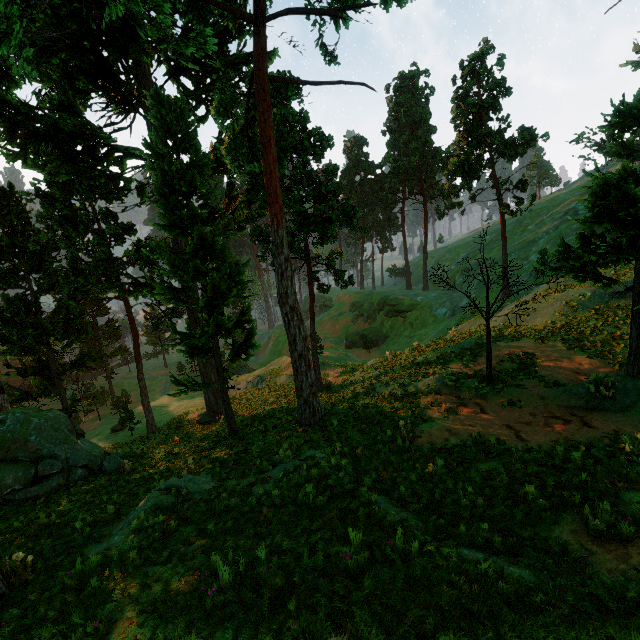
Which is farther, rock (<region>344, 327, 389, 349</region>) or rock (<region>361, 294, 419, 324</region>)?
rock (<region>344, 327, 389, 349</region>)

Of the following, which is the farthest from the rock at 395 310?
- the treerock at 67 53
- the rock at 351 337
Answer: the treerock at 67 53

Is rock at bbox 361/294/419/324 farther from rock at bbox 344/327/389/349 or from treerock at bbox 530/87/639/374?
treerock at bbox 530/87/639/374

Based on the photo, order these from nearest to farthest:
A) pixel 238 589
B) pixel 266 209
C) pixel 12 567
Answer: pixel 238 589
pixel 12 567
pixel 266 209

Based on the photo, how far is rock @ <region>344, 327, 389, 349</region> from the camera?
52.4 meters

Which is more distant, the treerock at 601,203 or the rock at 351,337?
the rock at 351,337
